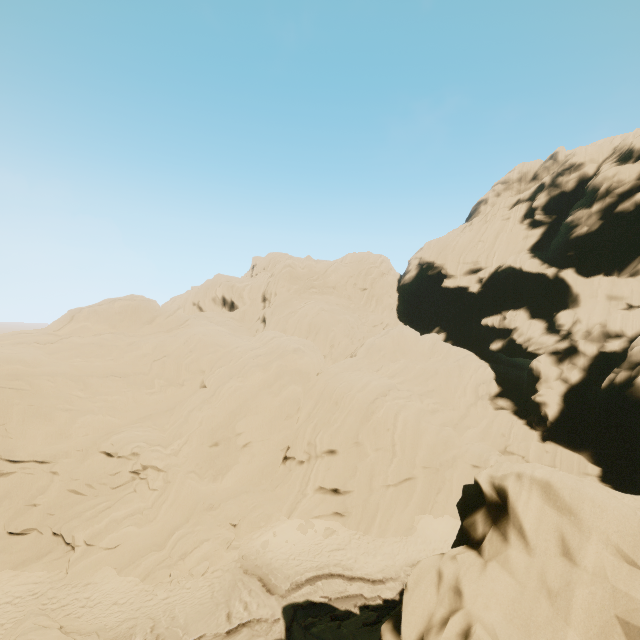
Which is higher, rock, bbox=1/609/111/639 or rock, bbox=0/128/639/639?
rock, bbox=0/128/639/639

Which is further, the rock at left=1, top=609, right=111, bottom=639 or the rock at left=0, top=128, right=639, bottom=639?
the rock at left=1, top=609, right=111, bottom=639

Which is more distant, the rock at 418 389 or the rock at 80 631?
the rock at 80 631

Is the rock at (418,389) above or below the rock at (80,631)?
above

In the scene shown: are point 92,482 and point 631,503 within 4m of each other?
no
